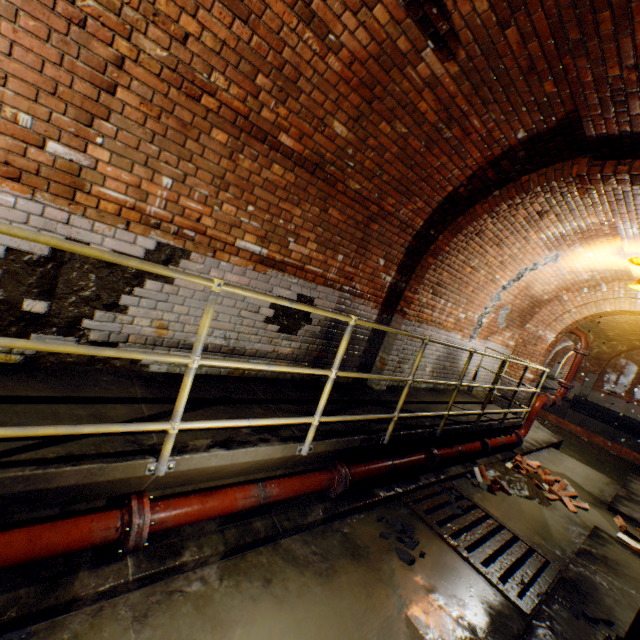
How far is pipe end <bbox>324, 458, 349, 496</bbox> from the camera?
3.4 meters

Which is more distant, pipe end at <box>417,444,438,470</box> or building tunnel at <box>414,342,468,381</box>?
building tunnel at <box>414,342,468,381</box>

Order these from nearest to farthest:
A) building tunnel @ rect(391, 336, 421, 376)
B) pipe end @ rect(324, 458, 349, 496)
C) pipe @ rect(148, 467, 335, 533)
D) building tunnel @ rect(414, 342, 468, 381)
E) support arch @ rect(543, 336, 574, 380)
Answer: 1. pipe @ rect(148, 467, 335, 533)
2. pipe end @ rect(324, 458, 349, 496)
3. building tunnel @ rect(391, 336, 421, 376)
4. building tunnel @ rect(414, 342, 468, 381)
5. support arch @ rect(543, 336, 574, 380)

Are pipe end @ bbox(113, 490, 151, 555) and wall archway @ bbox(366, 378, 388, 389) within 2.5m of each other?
no

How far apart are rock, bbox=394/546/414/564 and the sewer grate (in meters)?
0.35

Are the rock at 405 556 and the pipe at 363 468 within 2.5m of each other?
yes

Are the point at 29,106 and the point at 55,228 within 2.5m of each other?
yes

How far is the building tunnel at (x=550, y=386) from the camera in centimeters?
2506cm
